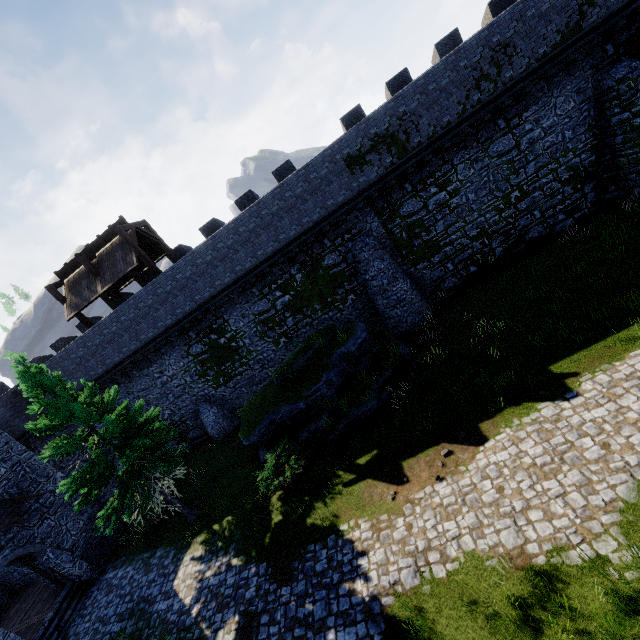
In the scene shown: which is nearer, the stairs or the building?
the stairs

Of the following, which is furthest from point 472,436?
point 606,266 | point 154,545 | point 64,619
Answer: point 64,619

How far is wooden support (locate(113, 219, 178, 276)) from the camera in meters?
17.8 m

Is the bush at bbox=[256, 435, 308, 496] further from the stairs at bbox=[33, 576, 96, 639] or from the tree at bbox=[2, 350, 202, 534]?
the stairs at bbox=[33, 576, 96, 639]

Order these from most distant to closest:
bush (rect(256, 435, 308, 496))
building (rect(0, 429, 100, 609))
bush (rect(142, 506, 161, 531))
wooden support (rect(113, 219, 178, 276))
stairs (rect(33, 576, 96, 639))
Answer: wooden support (rect(113, 219, 178, 276)) < bush (rect(142, 506, 161, 531)) < building (rect(0, 429, 100, 609)) < stairs (rect(33, 576, 96, 639)) < bush (rect(256, 435, 308, 496))

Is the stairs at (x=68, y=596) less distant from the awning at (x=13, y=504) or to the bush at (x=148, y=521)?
the bush at (x=148, y=521)

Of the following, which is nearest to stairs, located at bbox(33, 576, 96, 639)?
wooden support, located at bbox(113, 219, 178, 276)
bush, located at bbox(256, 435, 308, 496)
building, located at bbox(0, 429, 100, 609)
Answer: building, located at bbox(0, 429, 100, 609)

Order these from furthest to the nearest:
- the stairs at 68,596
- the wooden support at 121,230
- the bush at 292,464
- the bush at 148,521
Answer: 1. the wooden support at 121,230
2. the bush at 148,521
3. the stairs at 68,596
4. the bush at 292,464
